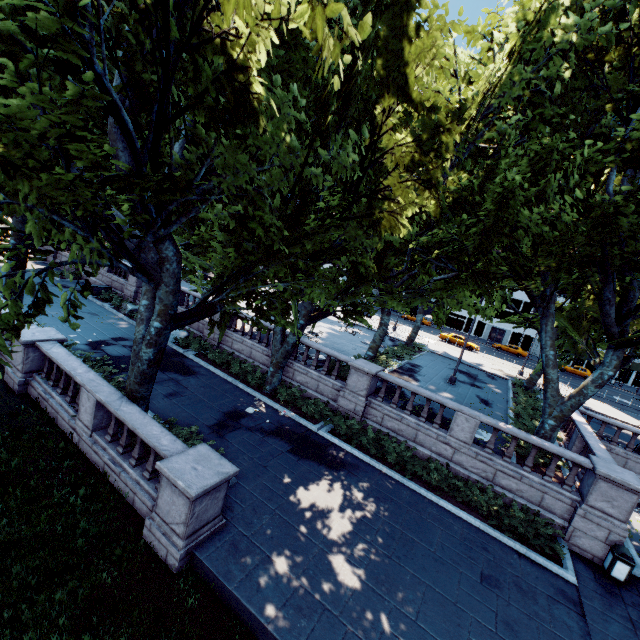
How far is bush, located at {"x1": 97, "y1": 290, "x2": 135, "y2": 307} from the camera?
24.43m

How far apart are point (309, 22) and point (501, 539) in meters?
14.7

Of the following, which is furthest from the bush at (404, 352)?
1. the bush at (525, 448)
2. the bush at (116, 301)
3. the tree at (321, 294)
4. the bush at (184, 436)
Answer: the bush at (116, 301)

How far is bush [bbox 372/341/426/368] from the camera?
22.9m

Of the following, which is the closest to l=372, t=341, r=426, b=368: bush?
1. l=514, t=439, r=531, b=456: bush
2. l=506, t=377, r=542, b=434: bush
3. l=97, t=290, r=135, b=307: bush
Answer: l=506, t=377, r=542, b=434: bush

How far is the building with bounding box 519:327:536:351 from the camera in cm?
5756

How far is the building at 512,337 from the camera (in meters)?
58.50

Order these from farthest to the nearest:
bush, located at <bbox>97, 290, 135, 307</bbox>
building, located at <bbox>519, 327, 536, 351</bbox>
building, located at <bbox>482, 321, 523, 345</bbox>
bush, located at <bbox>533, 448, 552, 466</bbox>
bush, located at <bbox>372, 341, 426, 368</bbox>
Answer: building, located at <bbox>482, 321, 523, 345</bbox>, building, located at <bbox>519, 327, 536, 351</bbox>, bush, located at <bbox>97, 290, 135, 307</bbox>, bush, located at <bbox>372, 341, 426, 368</bbox>, bush, located at <bbox>533, 448, 552, 466</bbox>
